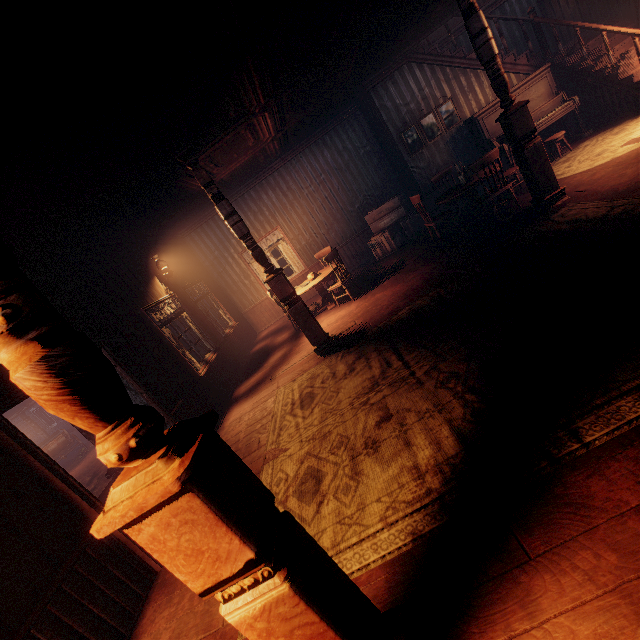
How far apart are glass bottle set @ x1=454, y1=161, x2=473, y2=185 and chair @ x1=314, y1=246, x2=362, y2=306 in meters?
2.9 m

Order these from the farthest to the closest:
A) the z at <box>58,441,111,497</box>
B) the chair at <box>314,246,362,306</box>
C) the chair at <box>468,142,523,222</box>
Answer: the z at <box>58,441,111,497</box>
the chair at <box>314,246,362,306</box>
the chair at <box>468,142,523,222</box>

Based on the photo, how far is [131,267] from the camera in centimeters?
637cm

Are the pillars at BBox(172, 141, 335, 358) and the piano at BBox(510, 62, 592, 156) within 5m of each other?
no

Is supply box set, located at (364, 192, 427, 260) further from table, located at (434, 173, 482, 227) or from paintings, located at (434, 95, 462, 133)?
table, located at (434, 173, 482, 227)

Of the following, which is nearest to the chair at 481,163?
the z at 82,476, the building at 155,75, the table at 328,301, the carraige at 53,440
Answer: the building at 155,75

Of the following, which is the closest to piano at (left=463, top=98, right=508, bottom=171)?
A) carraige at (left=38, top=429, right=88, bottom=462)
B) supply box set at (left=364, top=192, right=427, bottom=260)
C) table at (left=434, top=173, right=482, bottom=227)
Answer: table at (left=434, top=173, right=482, bottom=227)

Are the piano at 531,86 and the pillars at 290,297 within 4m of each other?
no
